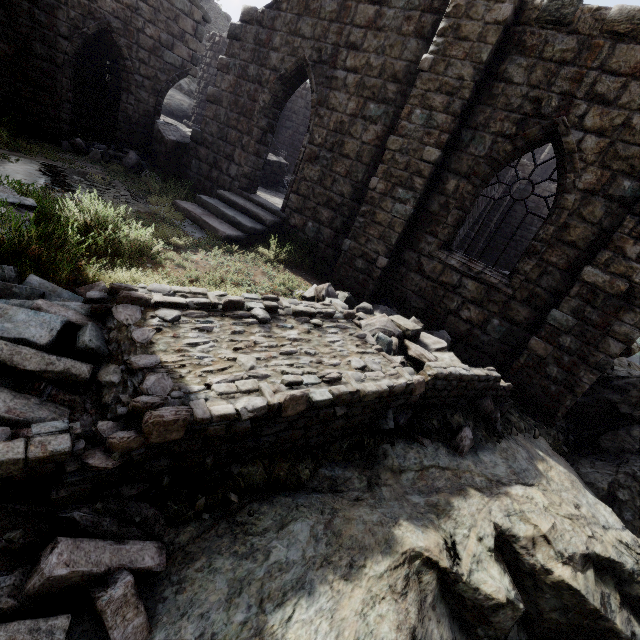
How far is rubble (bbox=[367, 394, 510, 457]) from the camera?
4.57m

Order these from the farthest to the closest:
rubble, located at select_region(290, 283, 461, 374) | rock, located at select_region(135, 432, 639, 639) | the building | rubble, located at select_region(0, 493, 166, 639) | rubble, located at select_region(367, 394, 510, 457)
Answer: the building
rubble, located at select_region(290, 283, 461, 374)
rubble, located at select_region(367, 394, 510, 457)
rock, located at select_region(135, 432, 639, 639)
rubble, located at select_region(0, 493, 166, 639)

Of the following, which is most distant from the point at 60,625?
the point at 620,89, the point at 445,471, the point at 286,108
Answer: the point at 286,108

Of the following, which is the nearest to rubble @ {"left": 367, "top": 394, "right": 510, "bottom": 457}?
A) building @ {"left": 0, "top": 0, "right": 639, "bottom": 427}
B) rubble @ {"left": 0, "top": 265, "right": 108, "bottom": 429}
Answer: rubble @ {"left": 0, "top": 265, "right": 108, "bottom": 429}

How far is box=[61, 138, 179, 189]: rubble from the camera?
10.8 meters

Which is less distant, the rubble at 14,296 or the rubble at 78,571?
the rubble at 78,571

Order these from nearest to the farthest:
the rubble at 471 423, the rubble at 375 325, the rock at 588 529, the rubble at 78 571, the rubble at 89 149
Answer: the rubble at 78 571 → the rock at 588 529 → the rubble at 471 423 → the rubble at 375 325 → the rubble at 89 149
